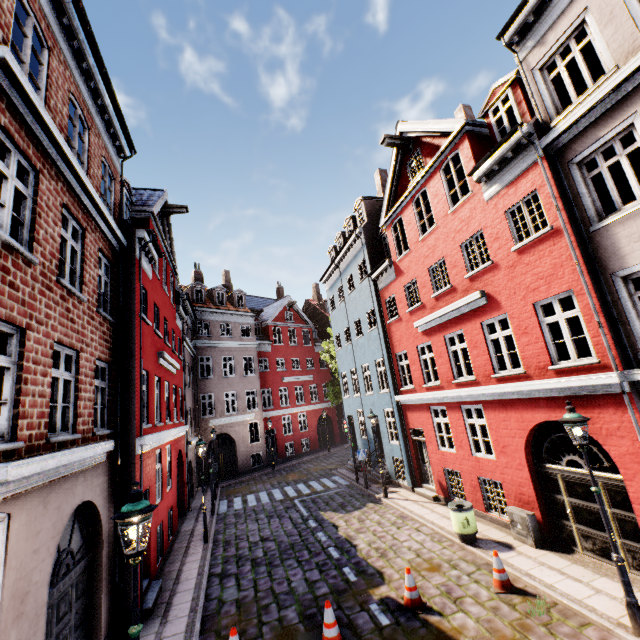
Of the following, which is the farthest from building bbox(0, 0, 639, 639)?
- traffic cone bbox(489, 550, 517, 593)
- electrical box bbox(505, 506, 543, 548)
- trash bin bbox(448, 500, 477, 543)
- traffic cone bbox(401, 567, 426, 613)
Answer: traffic cone bbox(401, 567, 426, 613)

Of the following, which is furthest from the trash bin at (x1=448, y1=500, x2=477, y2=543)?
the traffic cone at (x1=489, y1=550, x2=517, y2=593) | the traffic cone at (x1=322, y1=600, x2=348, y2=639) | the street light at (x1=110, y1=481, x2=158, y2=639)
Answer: the street light at (x1=110, y1=481, x2=158, y2=639)

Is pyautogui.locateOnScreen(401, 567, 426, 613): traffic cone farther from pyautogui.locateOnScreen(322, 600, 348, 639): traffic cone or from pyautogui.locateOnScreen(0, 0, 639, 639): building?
pyautogui.locateOnScreen(0, 0, 639, 639): building

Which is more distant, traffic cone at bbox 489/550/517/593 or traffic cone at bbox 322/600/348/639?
traffic cone at bbox 489/550/517/593

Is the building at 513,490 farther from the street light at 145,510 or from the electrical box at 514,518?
the street light at 145,510

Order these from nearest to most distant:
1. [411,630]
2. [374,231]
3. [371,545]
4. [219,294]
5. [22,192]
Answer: [22,192], [411,630], [371,545], [374,231], [219,294]

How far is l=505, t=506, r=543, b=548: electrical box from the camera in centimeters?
890cm

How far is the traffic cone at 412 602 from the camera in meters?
7.2
